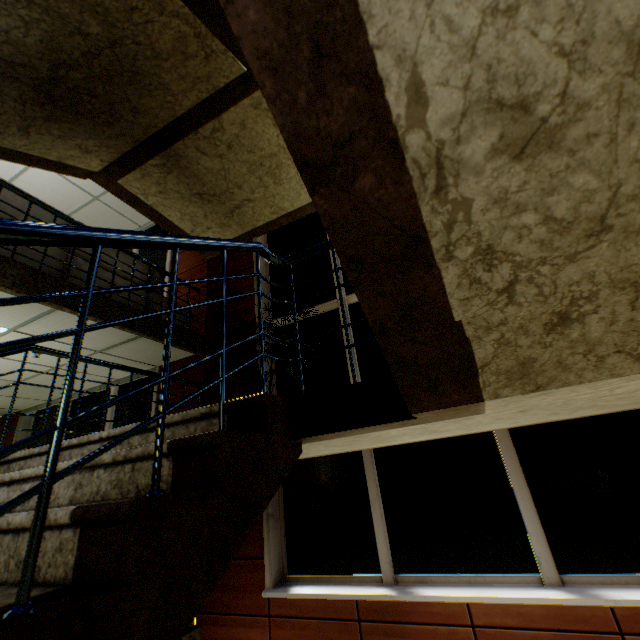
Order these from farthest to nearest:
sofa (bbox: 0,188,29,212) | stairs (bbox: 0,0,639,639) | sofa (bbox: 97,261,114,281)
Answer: sofa (bbox: 97,261,114,281) < sofa (bbox: 0,188,29,212) < stairs (bbox: 0,0,639,639)

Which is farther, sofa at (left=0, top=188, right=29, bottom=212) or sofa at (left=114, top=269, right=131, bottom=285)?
sofa at (left=114, top=269, right=131, bottom=285)

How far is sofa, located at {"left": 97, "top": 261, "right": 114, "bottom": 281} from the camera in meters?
4.1 m

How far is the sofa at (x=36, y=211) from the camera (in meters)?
3.59

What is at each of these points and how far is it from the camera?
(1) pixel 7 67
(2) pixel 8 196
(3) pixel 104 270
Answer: (1) stairs, 2.3m
(2) sofa, 3.4m
(3) sofa, 4.1m

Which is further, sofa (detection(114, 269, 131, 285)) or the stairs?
sofa (detection(114, 269, 131, 285))

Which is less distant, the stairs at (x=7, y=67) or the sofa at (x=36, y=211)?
the stairs at (x=7, y=67)
